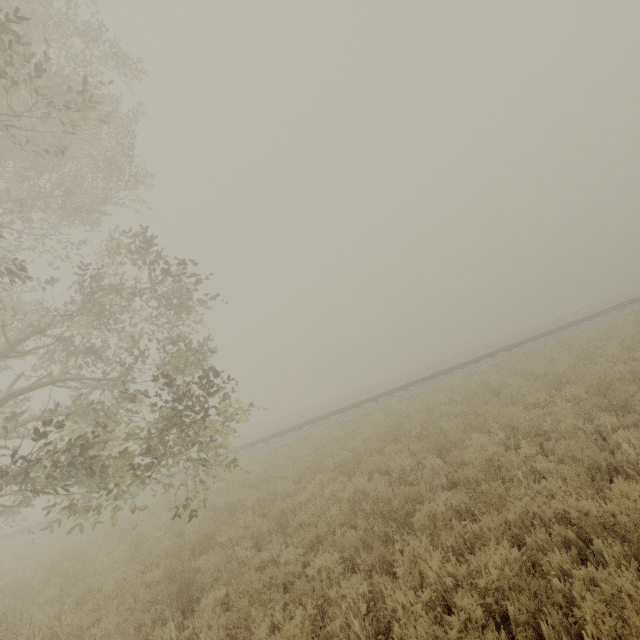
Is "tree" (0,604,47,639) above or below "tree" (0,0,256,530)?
below

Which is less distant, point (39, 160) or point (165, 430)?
point (165, 430)

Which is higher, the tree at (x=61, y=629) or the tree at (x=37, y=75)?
the tree at (x=37, y=75)
